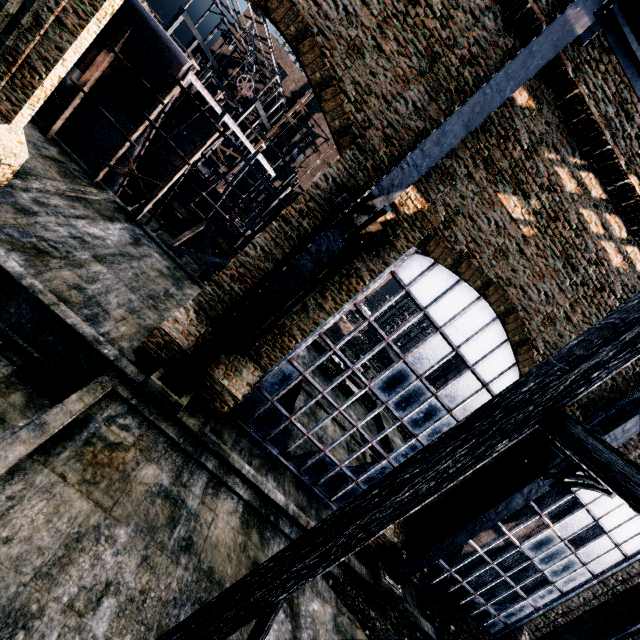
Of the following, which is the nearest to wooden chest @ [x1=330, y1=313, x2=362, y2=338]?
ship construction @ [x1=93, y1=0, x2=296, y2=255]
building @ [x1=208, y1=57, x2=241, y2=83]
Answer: ship construction @ [x1=93, y1=0, x2=296, y2=255]

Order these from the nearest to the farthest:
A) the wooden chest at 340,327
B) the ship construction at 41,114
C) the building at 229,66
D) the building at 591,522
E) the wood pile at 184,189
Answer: the building at 591,522 < the ship construction at 41,114 < the wood pile at 184,189 < the wooden chest at 340,327 < the building at 229,66

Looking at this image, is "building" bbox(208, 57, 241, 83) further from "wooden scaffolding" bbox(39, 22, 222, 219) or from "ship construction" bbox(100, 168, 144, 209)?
"wooden scaffolding" bbox(39, 22, 222, 219)

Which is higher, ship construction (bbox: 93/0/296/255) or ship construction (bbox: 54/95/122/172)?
ship construction (bbox: 93/0/296/255)

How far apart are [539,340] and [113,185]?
25.9 meters

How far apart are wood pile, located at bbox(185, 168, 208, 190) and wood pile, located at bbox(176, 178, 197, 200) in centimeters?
34cm

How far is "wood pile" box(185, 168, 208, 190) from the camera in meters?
31.2 m

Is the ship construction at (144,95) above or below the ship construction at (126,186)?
above
